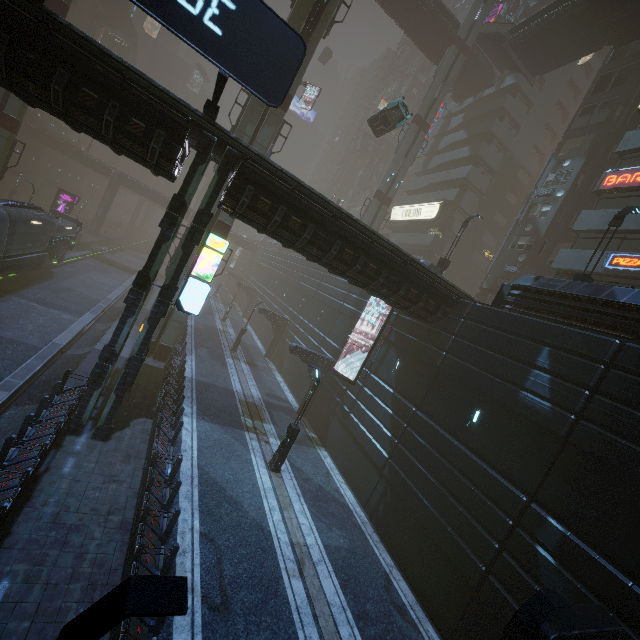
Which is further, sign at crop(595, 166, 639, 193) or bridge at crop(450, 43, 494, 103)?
bridge at crop(450, 43, 494, 103)

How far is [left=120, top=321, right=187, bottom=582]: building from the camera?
8.42m

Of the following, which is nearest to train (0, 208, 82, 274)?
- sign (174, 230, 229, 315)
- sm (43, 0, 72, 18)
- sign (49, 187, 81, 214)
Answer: sm (43, 0, 72, 18)

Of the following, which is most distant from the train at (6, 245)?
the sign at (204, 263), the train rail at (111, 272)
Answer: the sign at (204, 263)

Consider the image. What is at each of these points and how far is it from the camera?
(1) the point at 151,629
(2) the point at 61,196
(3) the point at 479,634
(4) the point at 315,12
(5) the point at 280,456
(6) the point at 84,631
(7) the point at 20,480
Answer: (1) building, 7.36m
(2) sign, 39.41m
(3) building, 10.50m
(4) building structure, 18.56m
(5) street light, 15.75m
(6) street light, 2.81m
(7) building, 8.40m

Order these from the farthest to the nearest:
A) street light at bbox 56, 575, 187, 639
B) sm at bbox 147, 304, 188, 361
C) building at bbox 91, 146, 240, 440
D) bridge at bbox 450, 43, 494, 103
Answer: bridge at bbox 450, 43, 494, 103 → sm at bbox 147, 304, 188, 361 → building at bbox 91, 146, 240, 440 → street light at bbox 56, 575, 187, 639

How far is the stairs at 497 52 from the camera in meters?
31.0

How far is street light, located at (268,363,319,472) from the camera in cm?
1563
